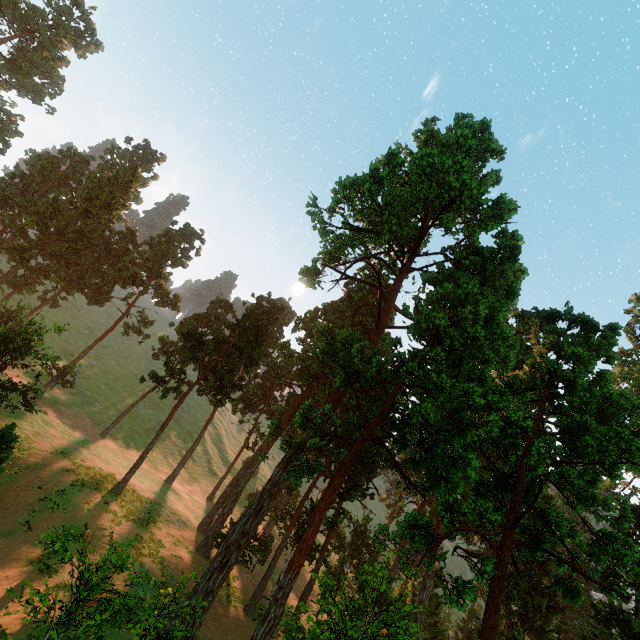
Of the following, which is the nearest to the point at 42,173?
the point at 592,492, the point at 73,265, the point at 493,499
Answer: the point at 73,265

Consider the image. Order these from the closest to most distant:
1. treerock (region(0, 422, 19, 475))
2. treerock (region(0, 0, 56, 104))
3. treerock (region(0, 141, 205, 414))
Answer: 1. treerock (region(0, 422, 19, 475))
2. treerock (region(0, 141, 205, 414))
3. treerock (region(0, 0, 56, 104))

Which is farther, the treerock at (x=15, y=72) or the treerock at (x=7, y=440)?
the treerock at (x=15, y=72)

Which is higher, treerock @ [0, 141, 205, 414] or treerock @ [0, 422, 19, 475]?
treerock @ [0, 141, 205, 414]

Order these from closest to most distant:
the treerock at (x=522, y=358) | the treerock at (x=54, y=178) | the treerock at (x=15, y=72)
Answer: the treerock at (x=522, y=358), the treerock at (x=54, y=178), the treerock at (x=15, y=72)

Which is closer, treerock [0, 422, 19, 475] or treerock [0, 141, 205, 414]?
treerock [0, 422, 19, 475]
